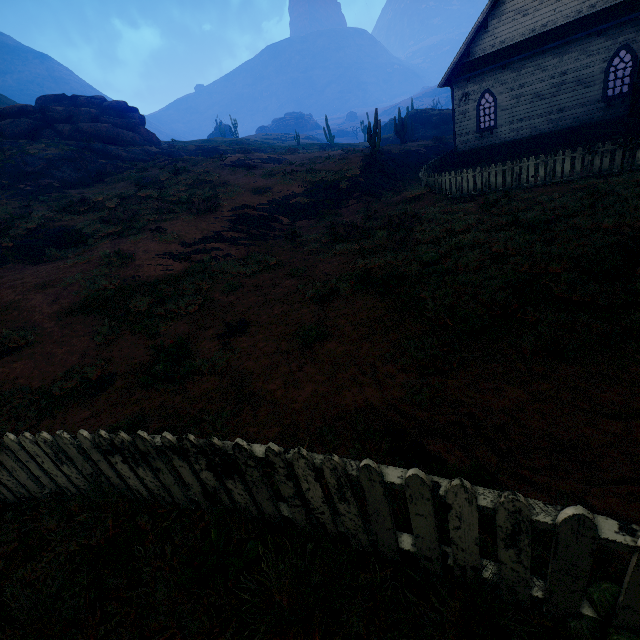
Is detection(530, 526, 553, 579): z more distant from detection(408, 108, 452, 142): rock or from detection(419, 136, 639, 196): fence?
detection(408, 108, 452, 142): rock

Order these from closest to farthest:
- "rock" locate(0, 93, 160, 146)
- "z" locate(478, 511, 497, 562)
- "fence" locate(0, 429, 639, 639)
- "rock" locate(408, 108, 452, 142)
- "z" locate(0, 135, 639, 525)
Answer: "fence" locate(0, 429, 639, 639) < "z" locate(478, 511, 497, 562) < "z" locate(0, 135, 639, 525) < "rock" locate(0, 93, 160, 146) < "rock" locate(408, 108, 452, 142)

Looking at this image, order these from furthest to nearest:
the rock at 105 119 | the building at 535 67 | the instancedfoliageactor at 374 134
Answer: the rock at 105 119 < the instancedfoliageactor at 374 134 < the building at 535 67

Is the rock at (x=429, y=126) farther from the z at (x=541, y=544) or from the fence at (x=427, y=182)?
the fence at (x=427, y=182)

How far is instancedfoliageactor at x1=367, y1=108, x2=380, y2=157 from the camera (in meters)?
19.82

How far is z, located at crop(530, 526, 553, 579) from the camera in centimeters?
205cm

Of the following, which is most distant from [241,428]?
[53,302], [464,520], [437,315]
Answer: [53,302]
